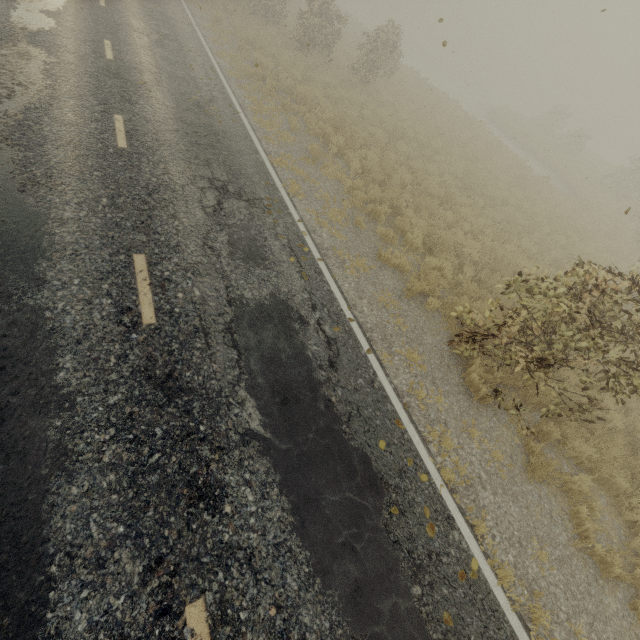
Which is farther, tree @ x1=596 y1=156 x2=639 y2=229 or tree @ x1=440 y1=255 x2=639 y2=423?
tree @ x1=596 y1=156 x2=639 y2=229

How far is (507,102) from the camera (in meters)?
40.81

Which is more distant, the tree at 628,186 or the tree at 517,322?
the tree at 628,186
